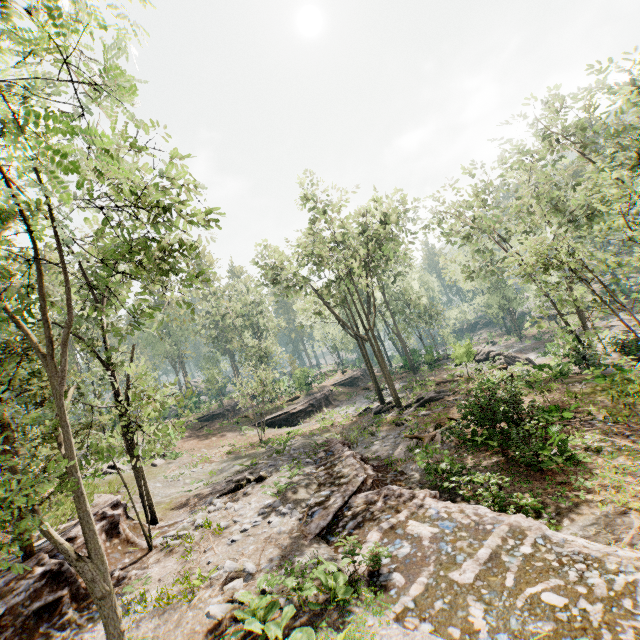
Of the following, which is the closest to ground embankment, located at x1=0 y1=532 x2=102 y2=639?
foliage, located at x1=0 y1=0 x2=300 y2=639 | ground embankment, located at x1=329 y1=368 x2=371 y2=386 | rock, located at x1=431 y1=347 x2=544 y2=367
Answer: foliage, located at x1=0 y1=0 x2=300 y2=639

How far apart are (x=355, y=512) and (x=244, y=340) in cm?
4953

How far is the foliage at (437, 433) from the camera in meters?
15.5

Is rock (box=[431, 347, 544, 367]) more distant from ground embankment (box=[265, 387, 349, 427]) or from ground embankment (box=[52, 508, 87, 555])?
ground embankment (box=[52, 508, 87, 555])

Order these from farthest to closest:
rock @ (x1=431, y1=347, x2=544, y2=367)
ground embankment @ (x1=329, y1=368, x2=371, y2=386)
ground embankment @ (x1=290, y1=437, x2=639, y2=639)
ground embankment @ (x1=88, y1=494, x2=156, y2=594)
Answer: ground embankment @ (x1=329, y1=368, x2=371, y2=386) < rock @ (x1=431, y1=347, x2=544, y2=367) < ground embankment @ (x1=88, y1=494, x2=156, y2=594) < ground embankment @ (x1=290, y1=437, x2=639, y2=639)

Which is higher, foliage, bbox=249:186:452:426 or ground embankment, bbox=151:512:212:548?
foliage, bbox=249:186:452:426

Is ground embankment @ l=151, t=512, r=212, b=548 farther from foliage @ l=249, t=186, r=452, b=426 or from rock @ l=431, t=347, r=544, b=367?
rock @ l=431, t=347, r=544, b=367

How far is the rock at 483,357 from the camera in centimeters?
2772cm
